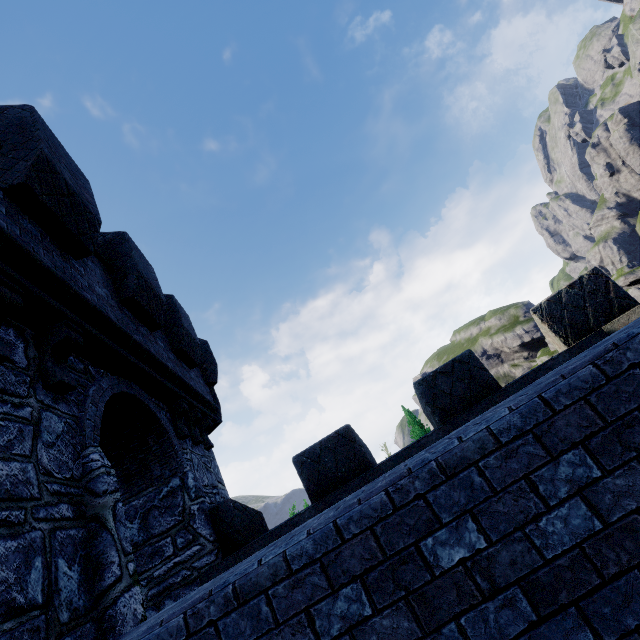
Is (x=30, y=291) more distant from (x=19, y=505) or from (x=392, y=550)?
(x=392, y=550)
